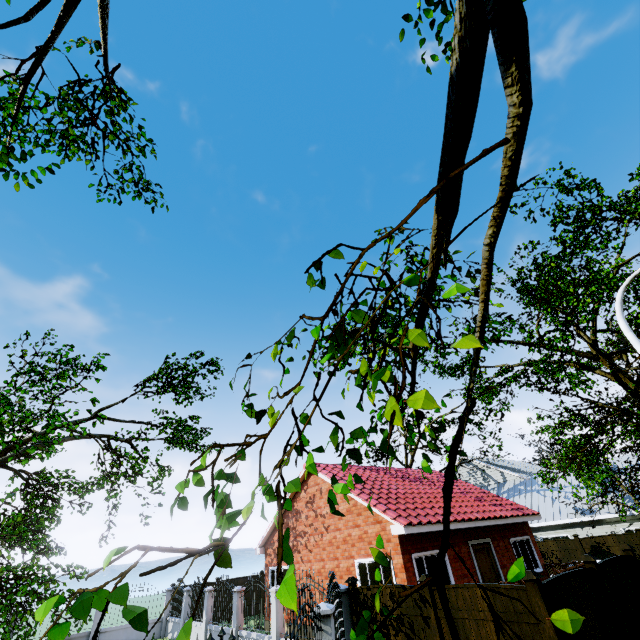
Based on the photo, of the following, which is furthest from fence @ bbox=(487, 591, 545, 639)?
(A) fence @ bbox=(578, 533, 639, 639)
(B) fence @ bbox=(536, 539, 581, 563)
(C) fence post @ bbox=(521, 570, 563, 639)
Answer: (B) fence @ bbox=(536, 539, 581, 563)

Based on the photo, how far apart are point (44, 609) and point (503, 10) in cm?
292

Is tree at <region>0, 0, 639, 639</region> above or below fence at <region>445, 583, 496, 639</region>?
above

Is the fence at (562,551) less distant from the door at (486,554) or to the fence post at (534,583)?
the door at (486,554)

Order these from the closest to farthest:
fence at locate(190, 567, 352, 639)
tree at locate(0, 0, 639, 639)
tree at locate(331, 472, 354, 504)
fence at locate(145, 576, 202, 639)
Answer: tree at locate(0, 0, 639, 639)
tree at locate(331, 472, 354, 504)
fence at locate(190, 567, 352, 639)
fence at locate(145, 576, 202, 639)

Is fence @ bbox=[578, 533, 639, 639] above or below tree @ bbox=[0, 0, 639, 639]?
below

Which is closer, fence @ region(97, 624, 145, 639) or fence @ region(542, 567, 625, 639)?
fence @ region(542, 567, 625, 639)

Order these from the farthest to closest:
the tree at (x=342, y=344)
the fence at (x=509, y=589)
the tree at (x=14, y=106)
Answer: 1. the fence at (x=509, y=589)
2. the tree at (x=14, y=106)
3. the tree at (x=342, y=344)
